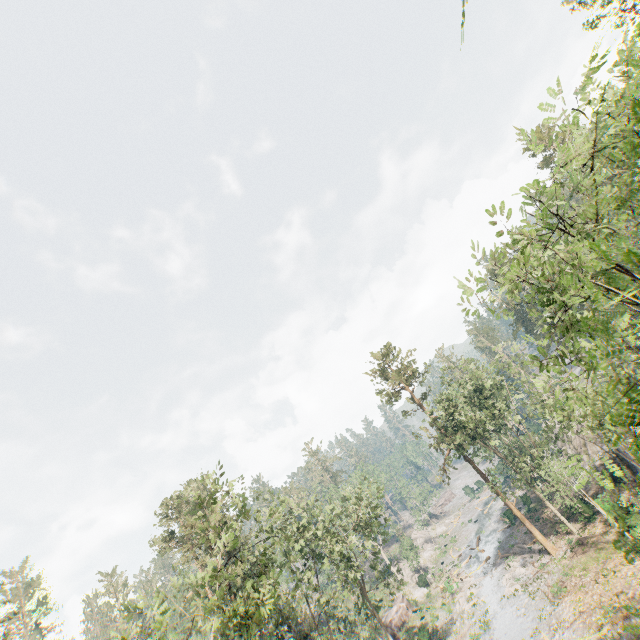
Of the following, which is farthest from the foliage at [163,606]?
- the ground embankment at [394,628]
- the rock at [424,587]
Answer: the rock at [424,587]

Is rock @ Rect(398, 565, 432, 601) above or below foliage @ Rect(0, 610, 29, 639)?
below

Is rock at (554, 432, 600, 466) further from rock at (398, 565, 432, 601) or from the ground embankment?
the ground embankment

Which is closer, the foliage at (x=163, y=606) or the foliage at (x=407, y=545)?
the foliage at (x=163, y=606)

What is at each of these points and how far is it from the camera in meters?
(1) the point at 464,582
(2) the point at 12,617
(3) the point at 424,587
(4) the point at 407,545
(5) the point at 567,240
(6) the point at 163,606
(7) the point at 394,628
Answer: (1) foliage, 42.4
(2) foliage, 30.1
(3) rock, 50.2
(4) foliage, 55.5
(5) foliage, 13.6
(6) foliage, 15.9
(7) ground embankment, 41.3

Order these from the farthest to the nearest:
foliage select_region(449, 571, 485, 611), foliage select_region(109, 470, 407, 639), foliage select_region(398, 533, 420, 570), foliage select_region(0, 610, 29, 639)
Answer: foliage select_region(398, 533, 420, 570), foliage select_region(449, 571, 485, 611), foliage select_region(0, 610, 29, 639), foliage select_region(109, 470, 407, 639)

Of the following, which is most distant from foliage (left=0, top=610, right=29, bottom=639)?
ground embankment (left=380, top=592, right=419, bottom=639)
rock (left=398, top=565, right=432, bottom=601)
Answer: rock (left=398, top=565, right=432, bottom=601)
